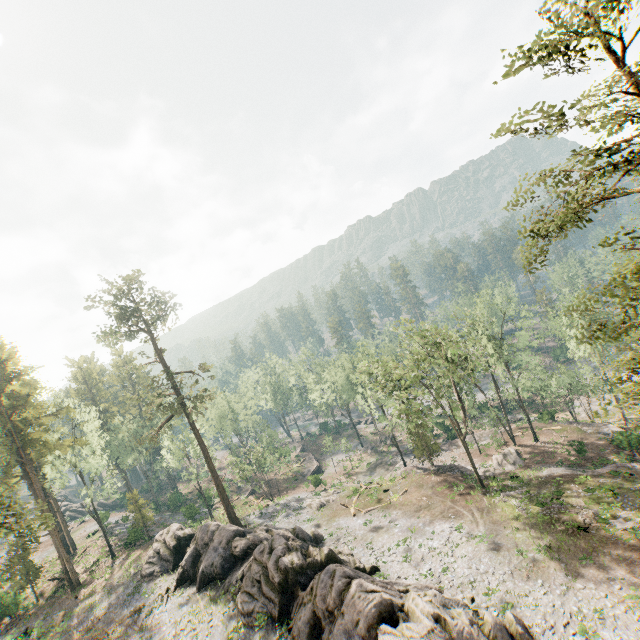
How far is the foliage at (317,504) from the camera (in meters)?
40.88

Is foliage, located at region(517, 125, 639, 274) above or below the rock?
above

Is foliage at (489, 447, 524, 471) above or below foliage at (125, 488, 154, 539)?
below

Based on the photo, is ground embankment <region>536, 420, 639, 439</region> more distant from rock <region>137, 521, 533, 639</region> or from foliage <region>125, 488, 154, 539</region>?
rock <region>137, 521, 533, 639</region>

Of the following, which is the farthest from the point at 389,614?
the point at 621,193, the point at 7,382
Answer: the point at 7,382

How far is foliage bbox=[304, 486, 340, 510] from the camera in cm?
4088

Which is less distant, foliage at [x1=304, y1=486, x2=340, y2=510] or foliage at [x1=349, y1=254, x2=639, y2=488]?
foliage at [x1=349, y1=254, x2=639, y2=488]

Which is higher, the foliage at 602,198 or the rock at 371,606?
the foliage at 602,198
